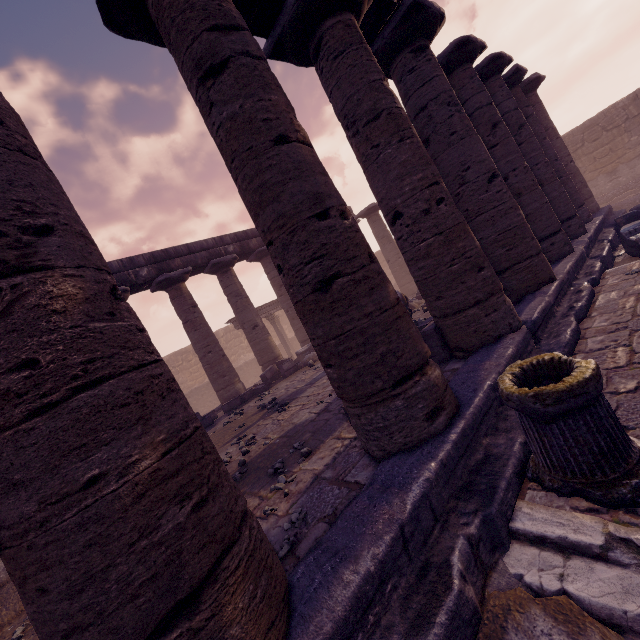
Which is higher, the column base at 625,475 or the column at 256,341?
the column at 256,341

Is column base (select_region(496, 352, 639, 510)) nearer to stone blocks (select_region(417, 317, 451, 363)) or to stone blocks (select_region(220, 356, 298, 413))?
stone blocks (select_region(417, 317, 451, 363))

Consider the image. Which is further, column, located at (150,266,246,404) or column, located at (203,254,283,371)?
column, located at (203,254,283,371)

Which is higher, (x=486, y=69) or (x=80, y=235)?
(x=486, y=69)

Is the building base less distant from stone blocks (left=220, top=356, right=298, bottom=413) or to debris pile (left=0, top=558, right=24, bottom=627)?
stone blocks (left=220, top=356, right=298, bottom=413)

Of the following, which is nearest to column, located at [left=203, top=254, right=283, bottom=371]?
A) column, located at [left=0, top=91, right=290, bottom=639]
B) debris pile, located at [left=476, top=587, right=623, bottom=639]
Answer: column, located at [left=0, top=91, right=290, bottom=639]

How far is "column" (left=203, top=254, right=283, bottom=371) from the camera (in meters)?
13.66

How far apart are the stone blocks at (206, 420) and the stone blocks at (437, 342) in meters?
6.1
